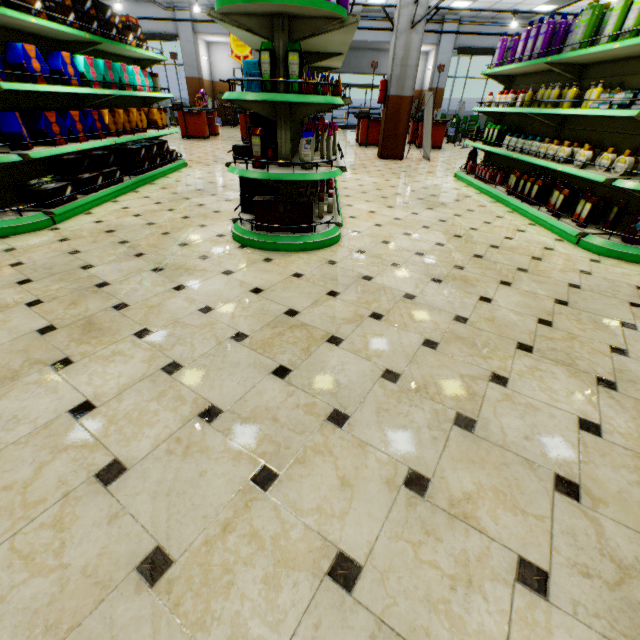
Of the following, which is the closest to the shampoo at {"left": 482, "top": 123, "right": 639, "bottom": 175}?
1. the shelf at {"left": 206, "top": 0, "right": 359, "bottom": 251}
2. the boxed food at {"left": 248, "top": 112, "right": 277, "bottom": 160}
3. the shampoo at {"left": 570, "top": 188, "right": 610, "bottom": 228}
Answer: the shampoo at {"left": 570, "top": 188, "right": 610, "bottom": 228}

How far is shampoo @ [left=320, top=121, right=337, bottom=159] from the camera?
3.31m

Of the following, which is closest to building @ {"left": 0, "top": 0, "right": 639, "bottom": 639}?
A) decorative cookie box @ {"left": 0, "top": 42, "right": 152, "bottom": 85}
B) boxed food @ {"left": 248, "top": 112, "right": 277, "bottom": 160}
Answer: boxed food @ {"left": 248, "top": 112, "right": 277, "bottom": 160}

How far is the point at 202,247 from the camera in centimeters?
333cm

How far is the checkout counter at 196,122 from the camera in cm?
1149

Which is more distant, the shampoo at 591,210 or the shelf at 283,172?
the shampoo at 591,210

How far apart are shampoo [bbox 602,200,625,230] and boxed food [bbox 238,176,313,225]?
3.5 meters

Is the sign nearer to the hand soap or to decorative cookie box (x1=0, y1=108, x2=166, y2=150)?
decorative cookie box (x1=0, y1=108, x2=166, y2=150)
